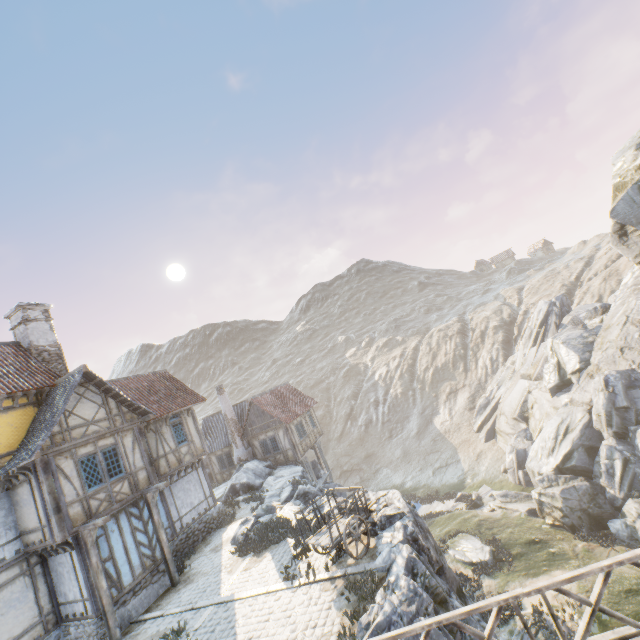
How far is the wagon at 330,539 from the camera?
9.93m

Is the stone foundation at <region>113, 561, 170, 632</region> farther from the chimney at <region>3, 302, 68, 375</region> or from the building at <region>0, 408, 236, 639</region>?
the chimney at <region>3, 302, 68, 375</region>

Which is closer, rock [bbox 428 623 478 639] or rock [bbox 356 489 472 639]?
rock [bbox 428 623 478 639]

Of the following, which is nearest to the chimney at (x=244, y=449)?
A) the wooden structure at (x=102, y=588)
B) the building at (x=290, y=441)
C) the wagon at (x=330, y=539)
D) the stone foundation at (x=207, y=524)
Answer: the building at (x=290, y=441)

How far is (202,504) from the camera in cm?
1838

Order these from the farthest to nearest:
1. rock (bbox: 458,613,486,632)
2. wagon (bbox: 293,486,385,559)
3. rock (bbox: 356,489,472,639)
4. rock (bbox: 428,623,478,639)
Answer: wagon (bbox: 293,486,385,559) → rock (bbox: 458,613,486,632) → rock (bbox: 356,489,472,639) → rock (bbox: 428,623,478,639)

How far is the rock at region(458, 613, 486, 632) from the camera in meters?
8.4

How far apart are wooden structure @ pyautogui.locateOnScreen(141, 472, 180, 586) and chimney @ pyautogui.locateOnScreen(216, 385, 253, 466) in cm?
1252
